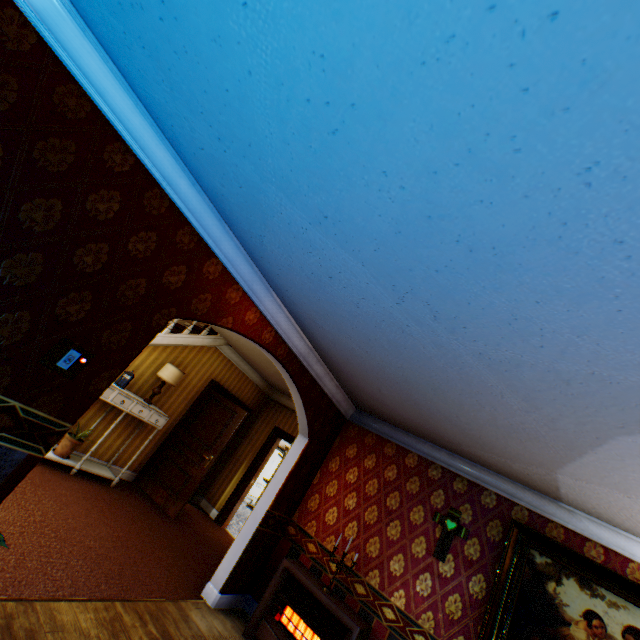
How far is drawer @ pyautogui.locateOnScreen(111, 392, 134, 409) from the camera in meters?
5.2 m

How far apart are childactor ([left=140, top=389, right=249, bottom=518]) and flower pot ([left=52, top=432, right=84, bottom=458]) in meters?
1.8 m

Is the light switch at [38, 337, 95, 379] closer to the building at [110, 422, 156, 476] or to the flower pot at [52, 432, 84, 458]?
the building at [110, 422, 156, 476]

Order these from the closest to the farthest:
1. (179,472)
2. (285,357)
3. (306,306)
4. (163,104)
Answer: (163,104) < (306,306) < (285,357) < (179,472)

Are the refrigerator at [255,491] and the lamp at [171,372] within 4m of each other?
no

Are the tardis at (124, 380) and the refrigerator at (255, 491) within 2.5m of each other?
no

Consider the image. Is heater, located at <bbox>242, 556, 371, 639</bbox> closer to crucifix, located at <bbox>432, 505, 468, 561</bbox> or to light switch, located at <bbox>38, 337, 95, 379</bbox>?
crucifix, located at <bbox>432, 505, 468, 561</bbox>

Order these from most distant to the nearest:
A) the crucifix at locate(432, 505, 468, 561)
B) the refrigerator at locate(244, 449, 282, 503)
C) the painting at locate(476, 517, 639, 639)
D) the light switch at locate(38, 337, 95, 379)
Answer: the refrigerator at locate(244, 449, 282, 503), the crucifix at locate(432, 505, 468, 561), the painting at locate(476, 517, 639, 639), the light switch at locate(38, 337, 95, 379)
